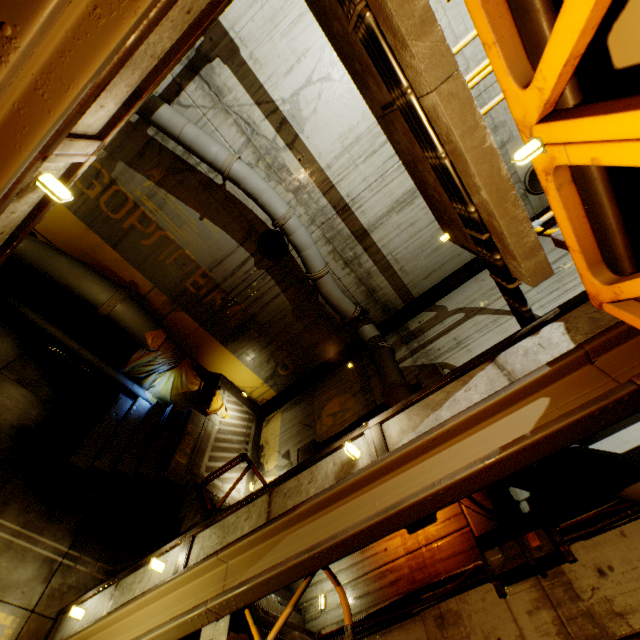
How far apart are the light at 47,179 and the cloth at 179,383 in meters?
6.7 m

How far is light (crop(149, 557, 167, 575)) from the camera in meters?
4.2

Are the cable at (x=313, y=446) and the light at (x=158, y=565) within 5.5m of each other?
yes

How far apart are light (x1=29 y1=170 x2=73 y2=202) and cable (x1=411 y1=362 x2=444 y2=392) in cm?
642

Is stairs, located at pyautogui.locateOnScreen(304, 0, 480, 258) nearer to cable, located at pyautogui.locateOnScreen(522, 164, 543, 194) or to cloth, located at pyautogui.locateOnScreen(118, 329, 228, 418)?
cloth, located at pyautogui.locateOnScreen(118, 329, 228, 418)

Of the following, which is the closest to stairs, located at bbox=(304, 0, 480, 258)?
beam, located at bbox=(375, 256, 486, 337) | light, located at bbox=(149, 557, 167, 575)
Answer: beam, located at bbox=(375, 256, 486, 337)

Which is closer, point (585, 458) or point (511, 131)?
point (585, 458)

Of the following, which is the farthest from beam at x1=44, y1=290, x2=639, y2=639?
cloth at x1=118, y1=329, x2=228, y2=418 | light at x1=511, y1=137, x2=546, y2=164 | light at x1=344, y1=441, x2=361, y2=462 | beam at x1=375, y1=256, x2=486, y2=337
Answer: beam at x1=375, y1=256, x2=486, y2=337
